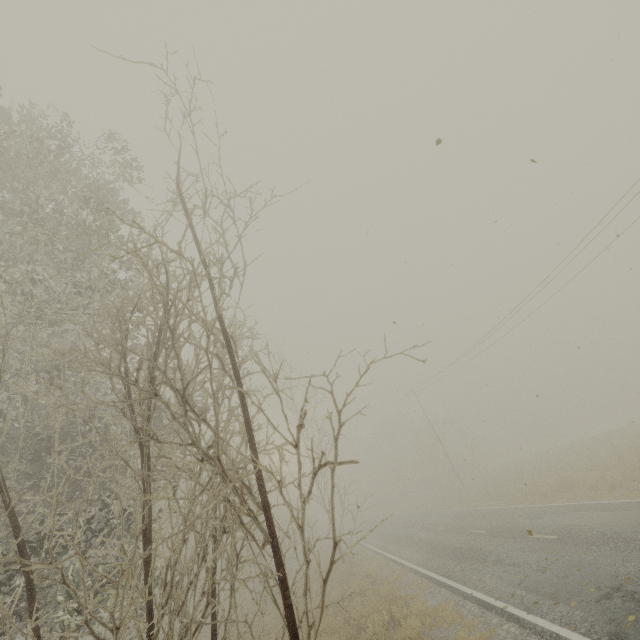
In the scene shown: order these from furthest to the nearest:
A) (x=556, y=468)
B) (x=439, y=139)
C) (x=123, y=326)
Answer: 1. (x=556, y=468)
2. (x=123, y=326)
3. (x=439, y=139)
